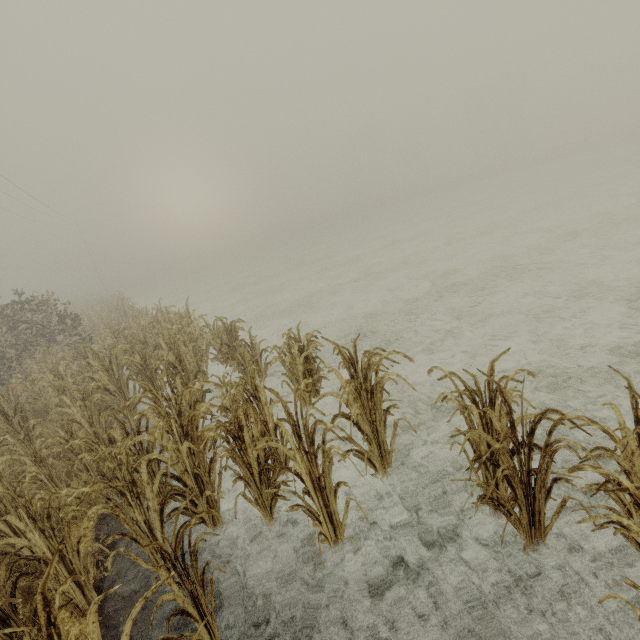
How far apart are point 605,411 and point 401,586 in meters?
3.3 m
